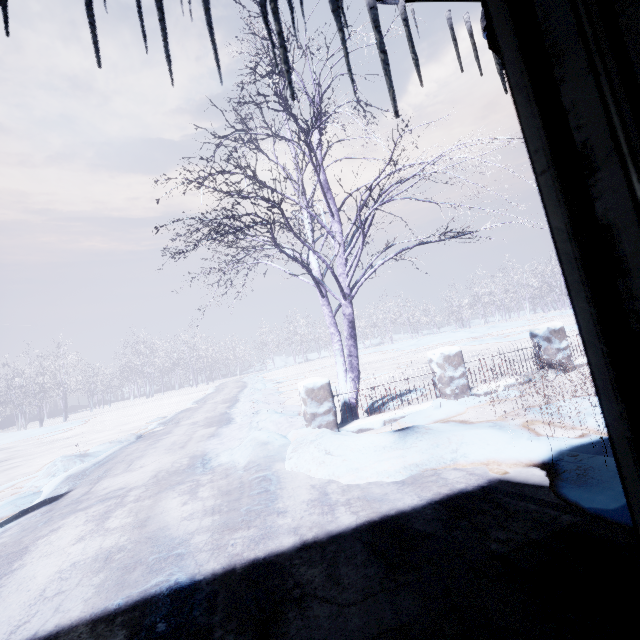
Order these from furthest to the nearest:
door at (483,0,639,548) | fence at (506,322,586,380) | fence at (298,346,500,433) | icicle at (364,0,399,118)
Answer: fence at (506,322,586,380) → fence at (298,346,500,433) → icicle at (364,0,399,118) → door at (483,0,639,548)

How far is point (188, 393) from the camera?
29.1 meters

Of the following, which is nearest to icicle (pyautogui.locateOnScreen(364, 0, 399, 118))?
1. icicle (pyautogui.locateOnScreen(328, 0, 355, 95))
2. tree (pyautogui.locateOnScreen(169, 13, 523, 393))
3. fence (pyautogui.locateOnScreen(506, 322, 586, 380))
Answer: icicle (pyautogui.locateOnScreen(328, 0, 355, 95))

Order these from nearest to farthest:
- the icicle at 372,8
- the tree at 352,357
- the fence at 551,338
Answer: the icicle at 372,8 → the tree at 352,357 → the fence at 551,338

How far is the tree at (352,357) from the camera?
3.92m

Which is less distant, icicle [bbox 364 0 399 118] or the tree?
icicle [bbox 364 0 399 118]

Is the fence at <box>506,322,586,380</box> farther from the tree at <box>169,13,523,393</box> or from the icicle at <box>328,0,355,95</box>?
the icicle at <box>328,0,355,95</box>

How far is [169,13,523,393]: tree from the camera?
3.9 meters
